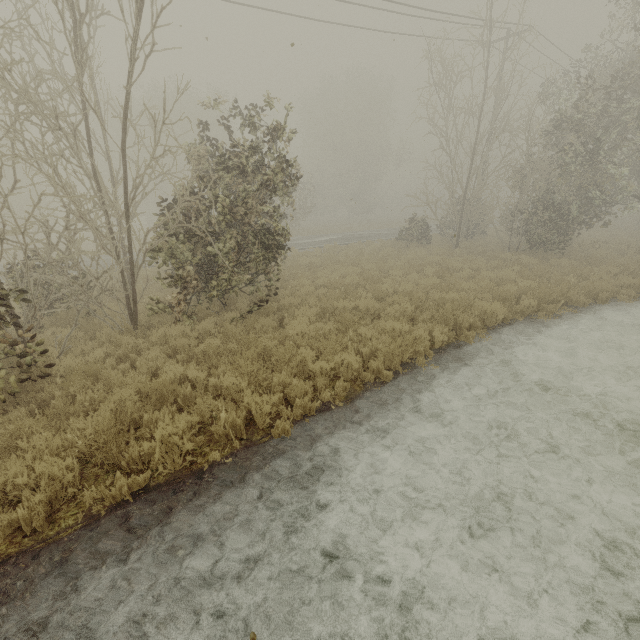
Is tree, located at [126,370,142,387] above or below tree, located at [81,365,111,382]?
below

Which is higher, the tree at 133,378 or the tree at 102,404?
the tree at 133,378

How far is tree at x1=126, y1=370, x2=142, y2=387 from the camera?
5.69m

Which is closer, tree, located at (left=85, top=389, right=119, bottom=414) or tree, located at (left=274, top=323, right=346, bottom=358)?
tree, located at (left=85, top=389, right=119, bottom=414)

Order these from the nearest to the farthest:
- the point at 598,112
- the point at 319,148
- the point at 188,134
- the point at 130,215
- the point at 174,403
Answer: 1. the point at 174,403
2. the point at 130,215
3. the point at 598,112
4. the point at 188,134
5. the point at 319,148
